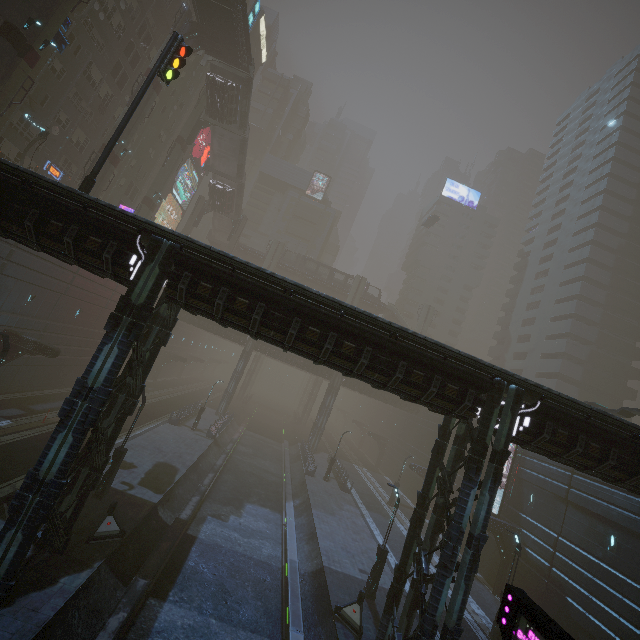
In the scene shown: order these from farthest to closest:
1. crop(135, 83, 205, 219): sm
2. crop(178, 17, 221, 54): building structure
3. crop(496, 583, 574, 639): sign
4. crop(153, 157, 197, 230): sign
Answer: crop(153, 157, 197, 230): sign < crop(135, 83, 205, 219): sm < crop(178, 17, 221, 54): building structure < crop(496, 583, 574, 639): sign

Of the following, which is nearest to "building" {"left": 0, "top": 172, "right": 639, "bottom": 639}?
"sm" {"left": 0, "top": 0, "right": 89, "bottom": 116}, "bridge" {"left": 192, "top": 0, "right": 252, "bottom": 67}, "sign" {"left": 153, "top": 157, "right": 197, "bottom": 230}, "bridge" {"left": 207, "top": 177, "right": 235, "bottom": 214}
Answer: "sign" {"left": 153, "top": 157, "right": 197, "bottom": 230}

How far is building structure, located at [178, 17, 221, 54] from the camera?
32.2m

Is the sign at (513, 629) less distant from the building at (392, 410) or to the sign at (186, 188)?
the building at (392, 410)

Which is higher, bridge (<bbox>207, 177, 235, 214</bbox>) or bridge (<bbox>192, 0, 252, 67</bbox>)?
bridge (<bbox>192, 0, 252, 67</bbox>)

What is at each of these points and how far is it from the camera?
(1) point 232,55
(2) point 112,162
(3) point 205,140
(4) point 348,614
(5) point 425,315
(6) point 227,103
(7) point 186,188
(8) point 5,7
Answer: (1) bridge, 34.6 meters
(2) sm, 30.6 meters
(3) sign, 57.6 meters
(4) barrier, 14.5 meters
(5) sm, 59.9 meters
(6) bridge, 38.0 meters
(7) sign, 57.8 meters
(8) building, 22.7 meters

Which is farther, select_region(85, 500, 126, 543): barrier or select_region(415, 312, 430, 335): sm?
select_region(415, 312, 430, 335): sm

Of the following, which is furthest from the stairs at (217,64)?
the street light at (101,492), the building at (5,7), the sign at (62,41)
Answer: the street light at (101,492)
